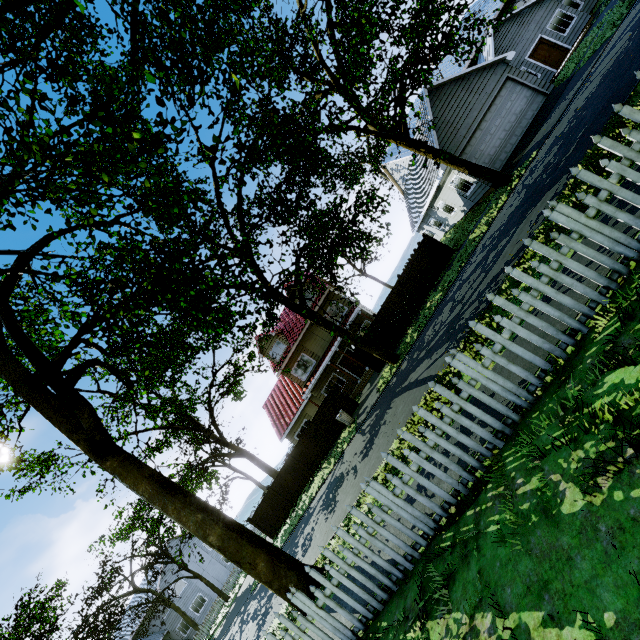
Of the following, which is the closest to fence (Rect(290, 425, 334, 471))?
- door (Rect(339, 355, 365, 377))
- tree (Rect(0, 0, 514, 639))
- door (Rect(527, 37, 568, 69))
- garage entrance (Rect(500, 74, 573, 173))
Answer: tree (Rect(0, 0, 514, 639))

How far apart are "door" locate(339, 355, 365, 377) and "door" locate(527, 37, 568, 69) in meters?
23.6 m

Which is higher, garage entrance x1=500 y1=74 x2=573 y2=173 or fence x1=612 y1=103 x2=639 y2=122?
fence x1=612 y1=103 x2=639 y2=122

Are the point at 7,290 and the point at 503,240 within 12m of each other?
no

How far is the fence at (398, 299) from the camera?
19.45m

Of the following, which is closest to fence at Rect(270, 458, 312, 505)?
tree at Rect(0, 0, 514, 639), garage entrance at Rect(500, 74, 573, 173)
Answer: tree at Rect(0, 0, 514, 639)

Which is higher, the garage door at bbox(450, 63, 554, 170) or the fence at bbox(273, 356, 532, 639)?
the garage door at bbox(450, 63, 554, 170)

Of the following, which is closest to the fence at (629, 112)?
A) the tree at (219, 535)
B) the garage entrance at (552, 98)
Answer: the tree at (219, 535)
